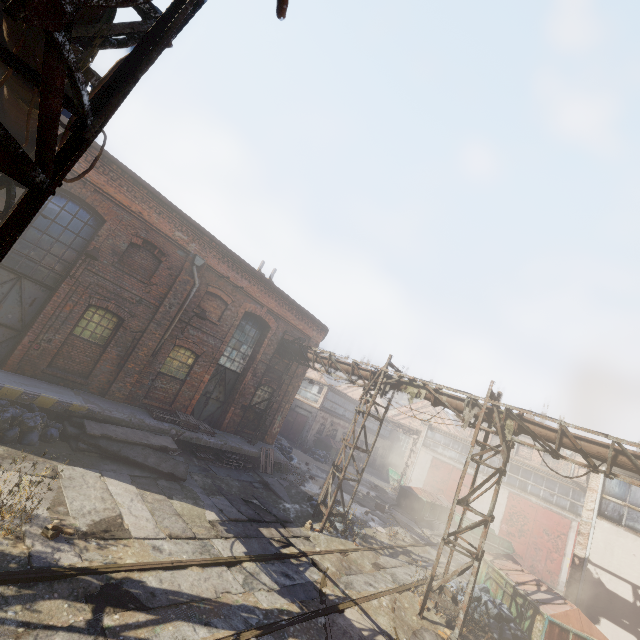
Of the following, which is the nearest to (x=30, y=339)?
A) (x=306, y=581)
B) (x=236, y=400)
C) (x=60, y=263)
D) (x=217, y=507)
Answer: (x=60, y=263)

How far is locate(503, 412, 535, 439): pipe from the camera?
9.7 meters

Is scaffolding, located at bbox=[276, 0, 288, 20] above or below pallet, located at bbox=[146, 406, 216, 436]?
above

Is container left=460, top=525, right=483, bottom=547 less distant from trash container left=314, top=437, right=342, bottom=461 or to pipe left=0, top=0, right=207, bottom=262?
trash container left=314, top=437, right=342, bottom=461

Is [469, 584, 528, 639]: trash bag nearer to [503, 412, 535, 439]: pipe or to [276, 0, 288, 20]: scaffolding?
[503, 412, 535, 439]: pipe

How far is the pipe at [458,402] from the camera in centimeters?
1057cm

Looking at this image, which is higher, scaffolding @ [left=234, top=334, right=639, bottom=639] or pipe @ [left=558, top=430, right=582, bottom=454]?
pipe @ [left=558, top=430, right=582, bottom=454]
